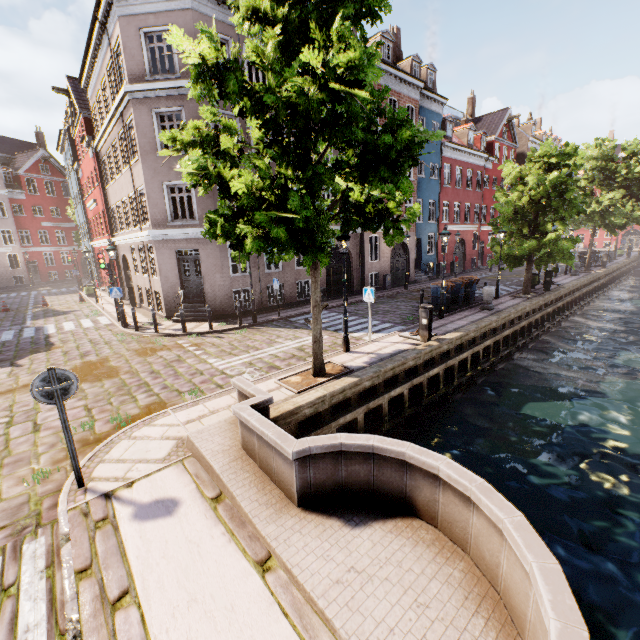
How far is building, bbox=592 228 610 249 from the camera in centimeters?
5762cm

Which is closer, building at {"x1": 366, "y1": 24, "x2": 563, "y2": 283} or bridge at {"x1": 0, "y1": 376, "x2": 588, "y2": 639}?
bridge at {"x1": 0, "y1": 376, "x2": 588, "y2": 639}

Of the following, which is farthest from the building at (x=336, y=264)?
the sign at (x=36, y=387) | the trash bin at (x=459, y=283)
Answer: the sign at (x=36, y=387)

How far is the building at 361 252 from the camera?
21.4 meters

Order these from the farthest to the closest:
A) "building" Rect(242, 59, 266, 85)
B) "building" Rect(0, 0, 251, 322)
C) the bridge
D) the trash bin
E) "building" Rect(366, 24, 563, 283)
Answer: "building" Rect(366, 24, 563, 283)
the trash bin
"building" Rect(242, 59, 266, 85)
"building" Rect(0, 0, 251, 322)
the bridge

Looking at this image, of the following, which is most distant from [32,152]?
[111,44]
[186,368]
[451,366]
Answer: [451,366]

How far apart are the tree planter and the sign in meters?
4.3 m

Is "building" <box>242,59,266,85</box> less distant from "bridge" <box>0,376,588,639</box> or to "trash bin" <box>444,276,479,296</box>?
"trash bin" <box>444,276,479,296</box>
